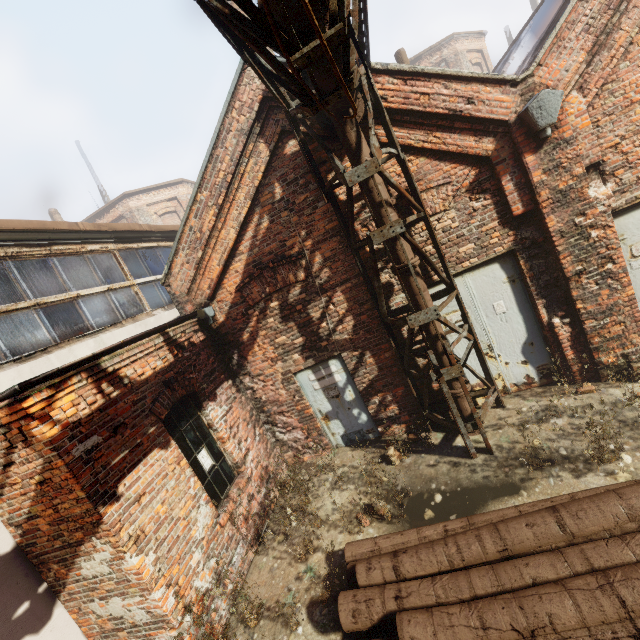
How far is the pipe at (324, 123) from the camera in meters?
4.5

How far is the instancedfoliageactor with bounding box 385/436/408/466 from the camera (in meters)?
5.73

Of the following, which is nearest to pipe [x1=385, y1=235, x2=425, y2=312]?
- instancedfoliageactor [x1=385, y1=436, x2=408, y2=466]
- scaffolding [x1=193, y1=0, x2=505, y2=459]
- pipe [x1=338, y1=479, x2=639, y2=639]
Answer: scaffolding [x1=193, y1=0, x2=505, y2=459]

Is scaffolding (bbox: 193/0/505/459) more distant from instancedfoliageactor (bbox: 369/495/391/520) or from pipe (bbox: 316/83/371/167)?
instancedfoliageactor (bbox: 369/495/391/520)

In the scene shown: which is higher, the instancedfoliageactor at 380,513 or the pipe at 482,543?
the pipe at 482,543

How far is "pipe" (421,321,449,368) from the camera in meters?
5.3

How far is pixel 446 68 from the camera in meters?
4.6 m

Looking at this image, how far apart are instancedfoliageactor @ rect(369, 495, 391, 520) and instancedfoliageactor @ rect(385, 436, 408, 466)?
0.86m
